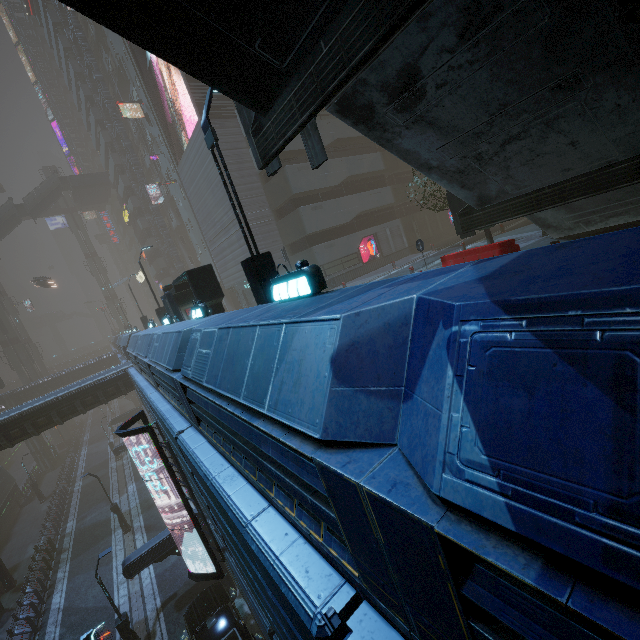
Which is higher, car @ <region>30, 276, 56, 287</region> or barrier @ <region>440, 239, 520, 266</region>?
car @ <region>30, 276, 56, 287</region>

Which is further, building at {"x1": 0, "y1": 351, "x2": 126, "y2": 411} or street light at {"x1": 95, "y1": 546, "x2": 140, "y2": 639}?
building at {"x1": 0, "y1": 351, "x2": 126, "y2": 411}

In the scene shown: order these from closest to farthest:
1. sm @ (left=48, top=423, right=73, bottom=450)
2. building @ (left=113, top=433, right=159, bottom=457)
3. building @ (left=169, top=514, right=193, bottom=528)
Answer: building @ (left=169, top=514, right=193, bottom=528)
building @ (left=113, top=433, right=159, bottom=457)
sm @ (left=48, top=423, right=73, bottom=450)

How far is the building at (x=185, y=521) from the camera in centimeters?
1542cm

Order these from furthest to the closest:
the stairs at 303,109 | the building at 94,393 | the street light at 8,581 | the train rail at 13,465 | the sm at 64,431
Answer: the sm at 64,431, the train rail at 13,465, the street light at 8,581, the stairs at 303,109, the building at 94,393

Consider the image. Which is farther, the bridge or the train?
the bridge

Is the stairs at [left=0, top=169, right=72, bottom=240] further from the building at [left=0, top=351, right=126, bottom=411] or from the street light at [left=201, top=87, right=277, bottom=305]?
the street light at [left=201, top=87, right=277, bottom=305]

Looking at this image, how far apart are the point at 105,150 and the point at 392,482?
59.3 meters
